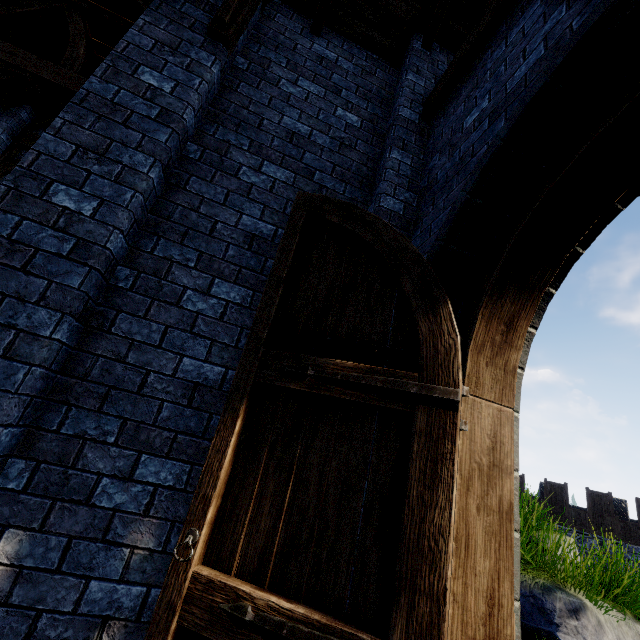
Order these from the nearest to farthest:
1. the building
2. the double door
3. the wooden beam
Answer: the double door, the building, the wooden beam

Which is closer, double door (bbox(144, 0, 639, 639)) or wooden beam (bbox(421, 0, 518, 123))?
double door (bbox(144, 0, 639, 639))

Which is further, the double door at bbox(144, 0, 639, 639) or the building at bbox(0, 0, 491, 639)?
the building at bbox(0, 0, 491, 639)

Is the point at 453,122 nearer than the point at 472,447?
No

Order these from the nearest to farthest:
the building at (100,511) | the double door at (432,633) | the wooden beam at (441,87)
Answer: the double door at (432,633) < the building at (100,511) < the wooden beam at (441,87)

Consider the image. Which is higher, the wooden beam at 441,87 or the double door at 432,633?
the wooden beam at 441,87

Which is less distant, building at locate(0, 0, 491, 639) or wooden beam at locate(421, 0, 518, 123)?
building at locate(0, 0, 491, 639)

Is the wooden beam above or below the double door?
above
